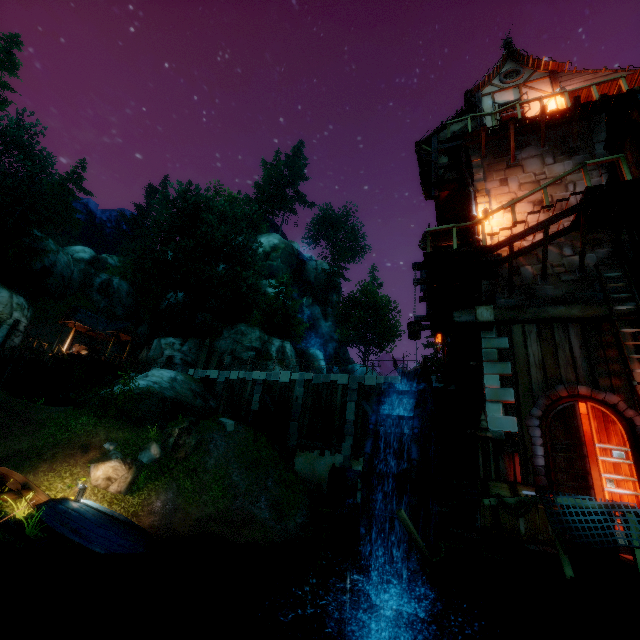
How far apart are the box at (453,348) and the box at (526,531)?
8.1 meters

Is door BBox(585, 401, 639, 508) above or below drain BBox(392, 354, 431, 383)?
below

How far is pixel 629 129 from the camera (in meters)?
9.08

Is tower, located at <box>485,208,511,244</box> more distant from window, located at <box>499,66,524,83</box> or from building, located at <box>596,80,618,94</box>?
window, located at <box>499,66,524,83</box>

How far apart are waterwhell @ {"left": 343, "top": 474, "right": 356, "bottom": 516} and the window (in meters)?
17.73

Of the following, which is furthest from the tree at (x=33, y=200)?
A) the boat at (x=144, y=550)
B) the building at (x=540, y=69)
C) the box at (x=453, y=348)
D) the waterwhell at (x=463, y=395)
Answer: the box at (x=453, y=348)

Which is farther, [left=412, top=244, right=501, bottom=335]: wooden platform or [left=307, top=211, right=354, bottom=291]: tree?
[left=307, top=211, right=354, bottom=291]: tree

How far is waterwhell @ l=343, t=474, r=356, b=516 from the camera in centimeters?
1081cm
